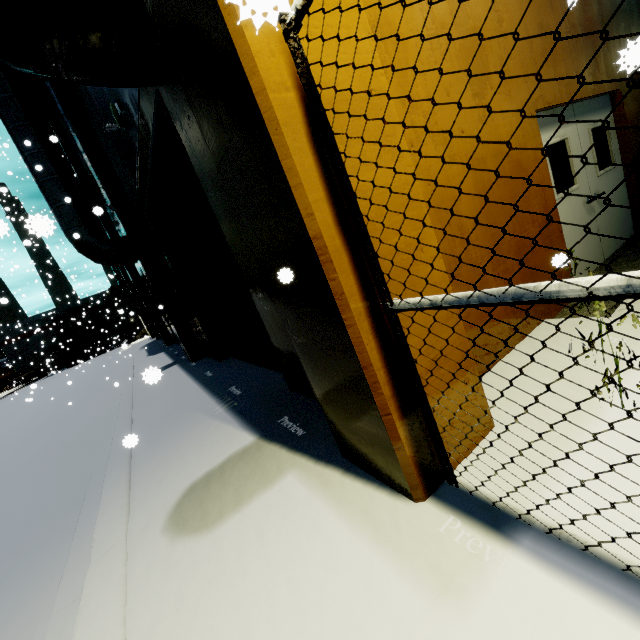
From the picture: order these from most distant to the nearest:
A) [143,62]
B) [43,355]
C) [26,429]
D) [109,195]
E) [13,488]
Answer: [43,355], [26,429], [109,195], [13,488], [143,62]

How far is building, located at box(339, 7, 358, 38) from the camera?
1.9 meters

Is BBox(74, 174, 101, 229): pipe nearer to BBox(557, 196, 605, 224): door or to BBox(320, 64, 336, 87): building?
BBox(320, 64, 336, 87): building

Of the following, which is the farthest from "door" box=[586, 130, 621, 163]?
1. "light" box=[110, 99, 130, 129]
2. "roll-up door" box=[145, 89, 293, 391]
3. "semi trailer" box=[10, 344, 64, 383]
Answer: "semi trailer" box=[10, 344, 64, 383]

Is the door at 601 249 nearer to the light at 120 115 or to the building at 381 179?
the building at 381 179

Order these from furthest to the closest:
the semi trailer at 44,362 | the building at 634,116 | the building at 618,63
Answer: the semi trailer at 44,362
the building at 634,116
the building at 618,63

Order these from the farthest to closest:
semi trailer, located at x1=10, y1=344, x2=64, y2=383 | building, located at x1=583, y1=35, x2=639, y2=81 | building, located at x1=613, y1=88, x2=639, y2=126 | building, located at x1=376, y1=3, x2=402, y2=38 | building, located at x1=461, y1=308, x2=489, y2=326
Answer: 1. semi trailer, located at x1=10, y1=344, x2=64, y2=383
2. building, located at x1=613, y1=88, x2=639, y2=126
3. building, located at x1=461, y1=308, x2=489, y2=326
4. building, located at x1=376, y1=3, x2=402, y2=38
5. building, located at x1=583, y1=35, x2=639, y2=81

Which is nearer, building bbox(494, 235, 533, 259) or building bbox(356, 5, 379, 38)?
building bbox(356, 5, 379, 38)
